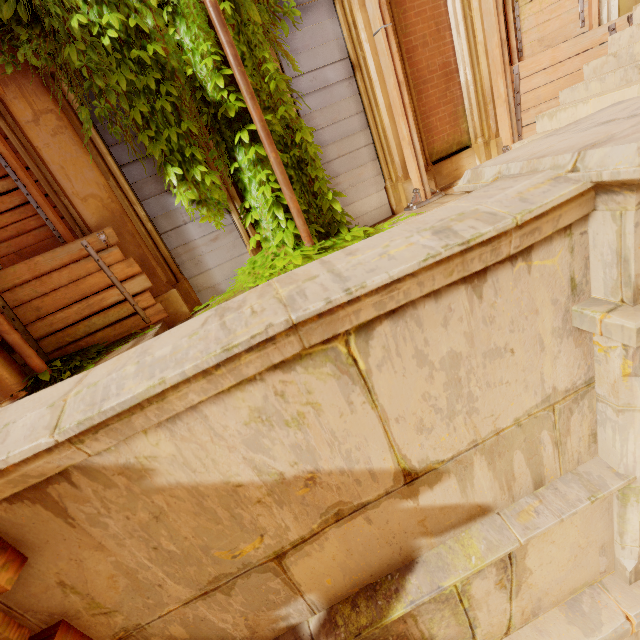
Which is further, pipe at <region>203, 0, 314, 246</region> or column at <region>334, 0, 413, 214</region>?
column at <region>334, 0, 413, 214</region>

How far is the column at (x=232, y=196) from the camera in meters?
5.2

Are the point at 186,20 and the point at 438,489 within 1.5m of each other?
no

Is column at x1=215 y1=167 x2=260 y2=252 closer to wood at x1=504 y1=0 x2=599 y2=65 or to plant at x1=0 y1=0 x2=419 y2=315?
plant at x1=0 y1=0 x2=419 y2=315

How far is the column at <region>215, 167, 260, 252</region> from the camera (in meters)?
5.25

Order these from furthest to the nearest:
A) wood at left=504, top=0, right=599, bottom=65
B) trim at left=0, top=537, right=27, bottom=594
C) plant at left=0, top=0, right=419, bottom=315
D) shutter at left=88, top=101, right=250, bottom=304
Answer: wood at left=504, top=0, right=599, bottom=65 → shutter at left=88, top=101, right=250, bottom=304 → plant at left=0, top=0, right=419, bottom=315 → trim at left=0, top=537, right=27, bottom=594

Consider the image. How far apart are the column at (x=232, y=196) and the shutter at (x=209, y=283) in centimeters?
1cm

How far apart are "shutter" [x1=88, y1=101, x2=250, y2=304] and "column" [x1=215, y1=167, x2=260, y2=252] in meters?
0.0
